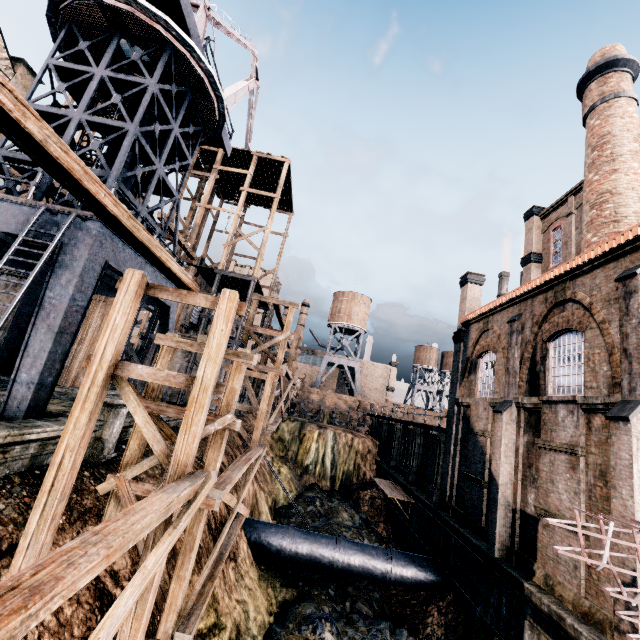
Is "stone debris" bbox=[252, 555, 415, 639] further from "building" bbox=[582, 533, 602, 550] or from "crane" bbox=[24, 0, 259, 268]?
"crane" bbox=[24, 0, 259, 268]

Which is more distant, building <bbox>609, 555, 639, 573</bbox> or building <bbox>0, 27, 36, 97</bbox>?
building <bbox>0, 27, 36, 97</bbox>

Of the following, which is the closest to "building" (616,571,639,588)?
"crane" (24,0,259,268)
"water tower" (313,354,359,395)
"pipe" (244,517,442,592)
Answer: "crane" (24,0,259,268)

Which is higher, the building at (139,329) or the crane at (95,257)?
the building at (139,329)

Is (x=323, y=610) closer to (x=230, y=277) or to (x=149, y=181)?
(x=230, y=277)

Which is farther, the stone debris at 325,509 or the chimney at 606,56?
the stone debris at 325,509

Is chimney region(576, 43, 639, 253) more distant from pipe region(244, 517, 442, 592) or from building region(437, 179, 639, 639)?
pipe region(244, 517, 442, 592)

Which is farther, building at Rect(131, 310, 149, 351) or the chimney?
building at Rect(131, 310, 149, 351)
